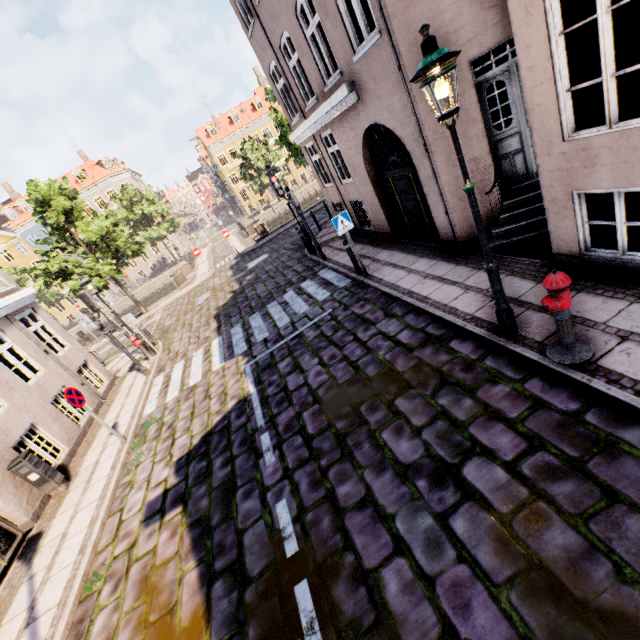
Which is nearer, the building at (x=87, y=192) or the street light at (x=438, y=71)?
the street light at (x=438, y=71)

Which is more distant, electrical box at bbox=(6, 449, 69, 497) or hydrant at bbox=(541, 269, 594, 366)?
electrical box at bbox=(6, 449, 69, 497)

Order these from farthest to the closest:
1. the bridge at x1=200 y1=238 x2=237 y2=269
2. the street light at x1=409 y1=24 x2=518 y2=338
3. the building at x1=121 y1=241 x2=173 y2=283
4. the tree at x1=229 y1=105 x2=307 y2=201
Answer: the building at x1=121 y1=241 x2=173 y2=283, the bridge at x1=200 y1=238 x2=237 y2=269, the tree at x1=229 y1=105 x2=307 y2=201, the street light at x1=409 y1=24 x2=518 y2=338

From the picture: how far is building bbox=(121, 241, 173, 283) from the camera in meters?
48.9 m

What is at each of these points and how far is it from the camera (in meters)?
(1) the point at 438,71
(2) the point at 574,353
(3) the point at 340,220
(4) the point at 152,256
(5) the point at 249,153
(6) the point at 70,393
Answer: (1) street light, 3.19
(2) hydrant, 3.98
(3) sign, 8.43
(4) building, 49.34
(5) tree, 39.66
(6) sign, 7.28

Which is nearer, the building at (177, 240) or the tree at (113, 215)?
the tree at (113, 215)

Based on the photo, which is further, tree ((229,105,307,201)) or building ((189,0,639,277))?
tree ((229,105,307,201))
